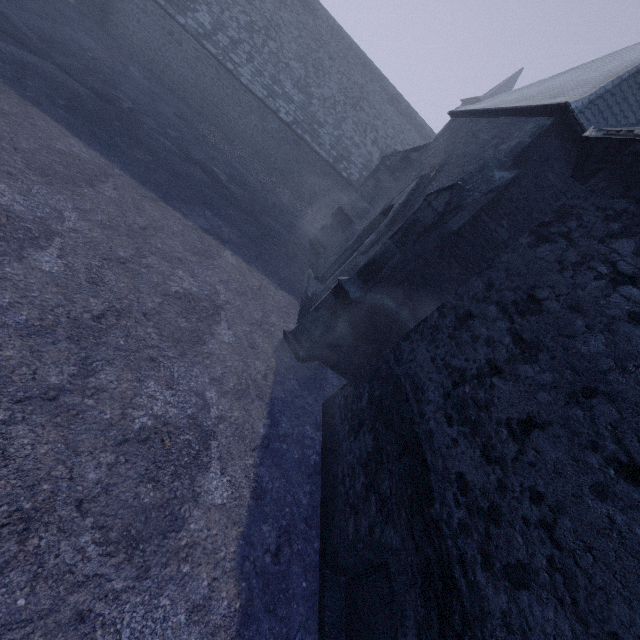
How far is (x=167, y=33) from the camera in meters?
17.2
